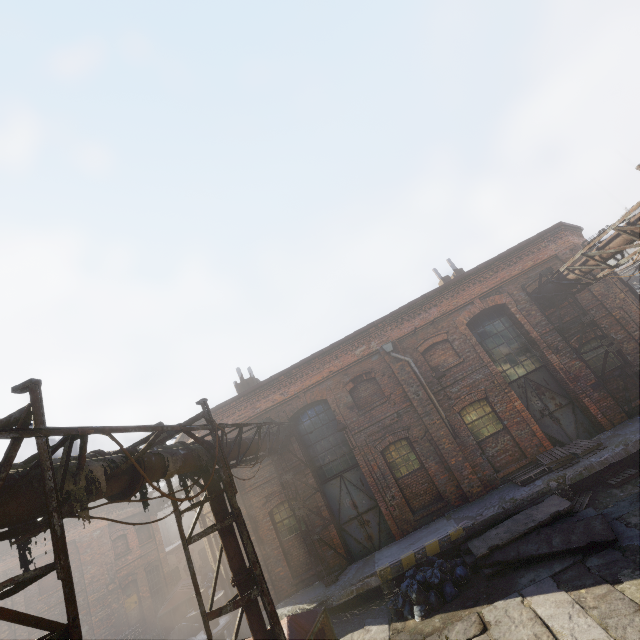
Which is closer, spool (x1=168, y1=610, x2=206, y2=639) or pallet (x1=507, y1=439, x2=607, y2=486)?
pallet (x1=507, y1=439, x2=607, y2=486)

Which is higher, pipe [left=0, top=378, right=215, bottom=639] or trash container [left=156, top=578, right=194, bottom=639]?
pipe [left=0, top=378, right=215, bottom=639]

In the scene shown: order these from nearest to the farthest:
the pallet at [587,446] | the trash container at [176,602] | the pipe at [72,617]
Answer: the pipe at [72,617], the pallet at [587,446], the trash container at [176,602]

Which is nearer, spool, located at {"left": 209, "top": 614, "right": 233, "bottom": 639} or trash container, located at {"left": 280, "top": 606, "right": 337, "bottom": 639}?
trash container, located at {"left": 280, "top": 606, "right": 337, "bottom": 639}

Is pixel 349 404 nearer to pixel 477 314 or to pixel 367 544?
pixel 367 544

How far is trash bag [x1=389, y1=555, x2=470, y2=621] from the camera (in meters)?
8.59

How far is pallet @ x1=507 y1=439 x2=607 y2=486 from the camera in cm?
1048

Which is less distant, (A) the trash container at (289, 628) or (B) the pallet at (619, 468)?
(A) the trash container at (289, 628)
